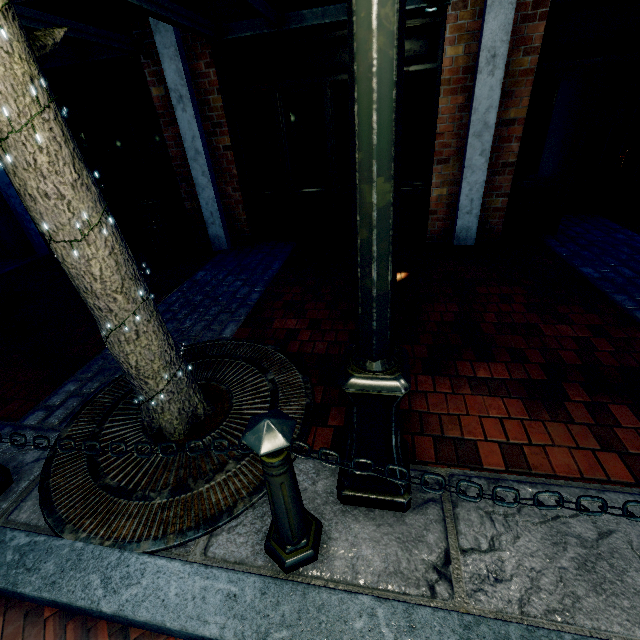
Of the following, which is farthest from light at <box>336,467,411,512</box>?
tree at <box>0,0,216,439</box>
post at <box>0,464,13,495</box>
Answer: post at <box>0,464,13,495</box>

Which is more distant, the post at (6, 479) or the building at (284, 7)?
the building at (284, 7)

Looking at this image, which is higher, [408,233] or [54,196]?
[54,196]

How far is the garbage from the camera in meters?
4.8 m

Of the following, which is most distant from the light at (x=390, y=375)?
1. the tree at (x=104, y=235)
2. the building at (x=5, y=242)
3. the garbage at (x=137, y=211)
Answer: the garbage at (x=137, y=211)

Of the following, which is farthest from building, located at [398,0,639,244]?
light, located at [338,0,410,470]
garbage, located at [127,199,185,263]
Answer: garbage, located at [127,199,185,263]

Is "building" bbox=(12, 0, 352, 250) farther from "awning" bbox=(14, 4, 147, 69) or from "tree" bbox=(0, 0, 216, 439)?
"awning" bbox=(14, 4, 147, 69)

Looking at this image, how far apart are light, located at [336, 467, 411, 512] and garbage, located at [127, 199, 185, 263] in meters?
4.4 m
